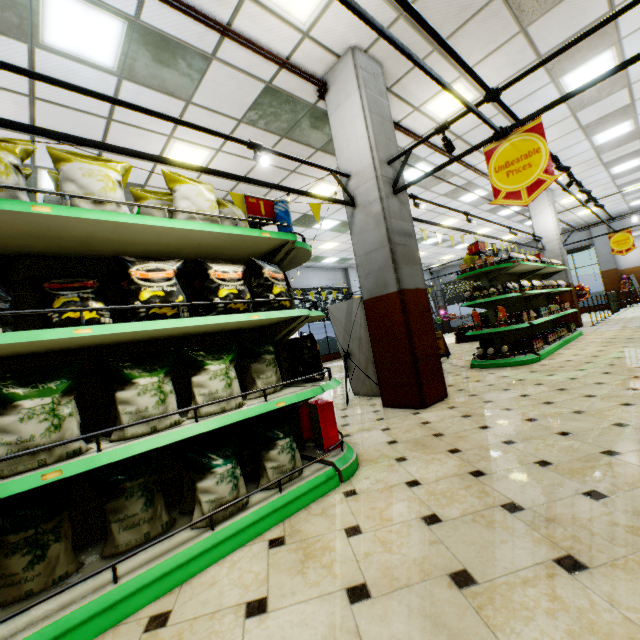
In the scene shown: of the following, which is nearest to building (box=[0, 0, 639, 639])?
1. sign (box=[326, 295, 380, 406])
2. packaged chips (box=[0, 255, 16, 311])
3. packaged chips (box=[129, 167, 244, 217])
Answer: sign (box=[326, 295, 380, 406])

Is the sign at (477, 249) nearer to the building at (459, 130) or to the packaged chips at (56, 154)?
the building at (459, 130)

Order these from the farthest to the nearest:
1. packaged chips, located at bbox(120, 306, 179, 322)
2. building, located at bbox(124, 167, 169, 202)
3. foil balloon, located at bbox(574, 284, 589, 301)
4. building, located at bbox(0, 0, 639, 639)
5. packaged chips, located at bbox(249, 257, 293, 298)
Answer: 1. foil balloon, located at bbox(574, 284, 589, 301)
2. building, located at bbox(124, 167, 169, 202)
3. packaged chips, located at bbox(249, 257, 293, 298)
4. packaged chips, located at bbox(120, 306, 179, 322)
5. building, located at bbox(0, 0, 639, 639)

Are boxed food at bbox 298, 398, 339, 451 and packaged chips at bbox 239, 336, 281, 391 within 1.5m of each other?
yes

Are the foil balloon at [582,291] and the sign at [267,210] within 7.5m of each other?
no

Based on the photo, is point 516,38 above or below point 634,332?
above

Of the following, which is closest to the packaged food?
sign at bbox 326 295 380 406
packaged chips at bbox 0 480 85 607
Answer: sign at bbox 326 295 380 406

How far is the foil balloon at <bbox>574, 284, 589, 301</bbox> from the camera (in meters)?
11.32
